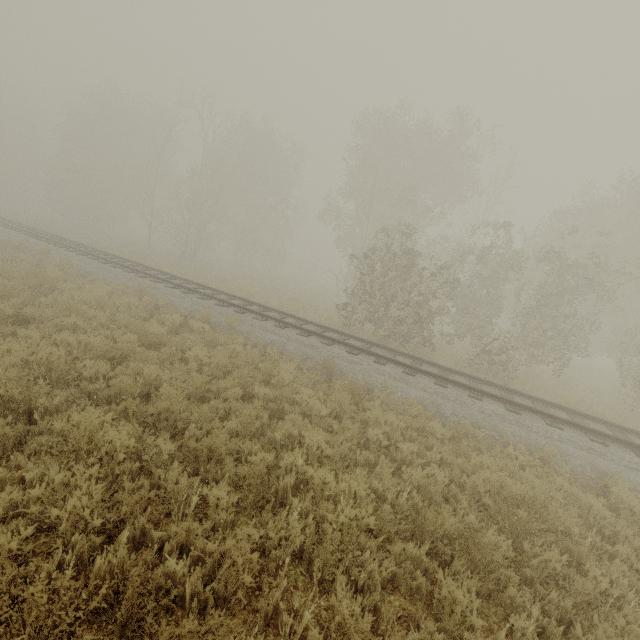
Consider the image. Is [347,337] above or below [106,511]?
above

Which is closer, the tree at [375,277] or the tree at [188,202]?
the tree at [375,277]

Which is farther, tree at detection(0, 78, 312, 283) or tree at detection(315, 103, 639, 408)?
tree at detection(0, 78, 312, 283)
